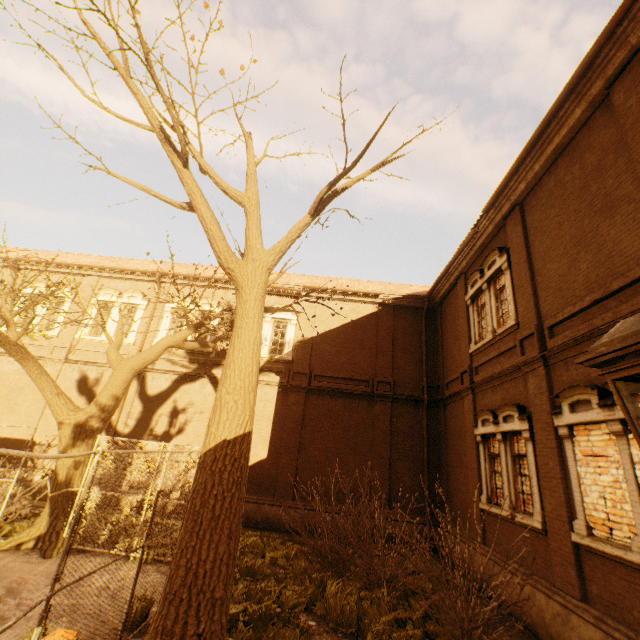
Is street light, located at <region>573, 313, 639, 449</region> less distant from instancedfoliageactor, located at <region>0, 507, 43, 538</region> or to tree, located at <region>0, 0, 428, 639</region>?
tree, located at <region>0, 0, 428, 639</region>

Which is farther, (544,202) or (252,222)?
(544,202)

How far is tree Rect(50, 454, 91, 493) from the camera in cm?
930

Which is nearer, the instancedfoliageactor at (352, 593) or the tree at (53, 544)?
the instancedfoliageactor at (352, 593)

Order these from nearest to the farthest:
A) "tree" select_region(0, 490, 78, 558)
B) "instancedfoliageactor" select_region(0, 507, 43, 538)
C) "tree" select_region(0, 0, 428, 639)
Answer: "tree" select_region(0, 0, 428, 639) < "tree" select_region(0, 490, 78, 558) < "instancedfoliageactor" select_region(0, 507, 43, 538)

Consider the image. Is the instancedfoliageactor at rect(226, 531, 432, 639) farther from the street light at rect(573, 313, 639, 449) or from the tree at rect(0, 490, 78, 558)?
the street light at rect(573, 313, 639, 449)

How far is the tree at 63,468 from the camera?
9.3m

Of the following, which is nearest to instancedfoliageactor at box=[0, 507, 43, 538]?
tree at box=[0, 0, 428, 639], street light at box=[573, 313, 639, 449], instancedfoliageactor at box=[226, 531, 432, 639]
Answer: tree at box=[0, 0, 428, 639]
